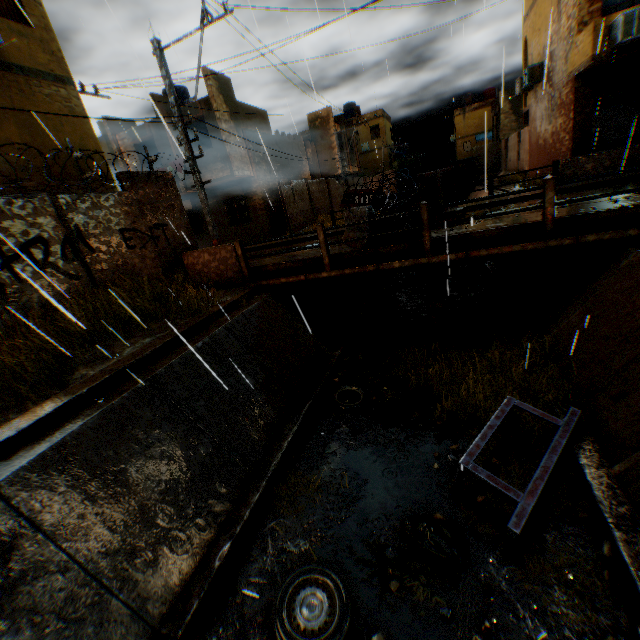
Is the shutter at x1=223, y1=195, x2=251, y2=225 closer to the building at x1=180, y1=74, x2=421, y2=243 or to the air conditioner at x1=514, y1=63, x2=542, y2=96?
the building at x1=180, y1=74, x2=421, y2=243

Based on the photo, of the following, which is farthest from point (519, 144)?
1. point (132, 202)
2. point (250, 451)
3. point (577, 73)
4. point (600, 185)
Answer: Result: point (250, 451)

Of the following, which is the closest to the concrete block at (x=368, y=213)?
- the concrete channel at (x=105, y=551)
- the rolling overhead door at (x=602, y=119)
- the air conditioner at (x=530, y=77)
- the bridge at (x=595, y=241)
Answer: the bridge at (x=595, y=241)

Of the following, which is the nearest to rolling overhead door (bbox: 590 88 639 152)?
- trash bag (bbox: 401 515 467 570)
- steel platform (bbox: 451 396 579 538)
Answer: steel platform (bbox: 451 396 579 538)

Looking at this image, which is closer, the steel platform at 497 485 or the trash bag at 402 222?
the steel platform at 497 485

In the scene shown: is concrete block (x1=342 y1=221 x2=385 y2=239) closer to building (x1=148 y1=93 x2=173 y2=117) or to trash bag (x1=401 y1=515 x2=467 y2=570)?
building (x1=148 y1=93 x2=173 y2=117)

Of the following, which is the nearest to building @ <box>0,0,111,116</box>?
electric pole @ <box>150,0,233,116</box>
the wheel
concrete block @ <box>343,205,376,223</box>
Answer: concrete block @ <box>343,205,376,223</box>

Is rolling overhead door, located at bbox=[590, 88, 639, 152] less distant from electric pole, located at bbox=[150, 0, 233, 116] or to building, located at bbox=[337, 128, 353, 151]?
building, located at bbox=[337, 128, 353, 151]
